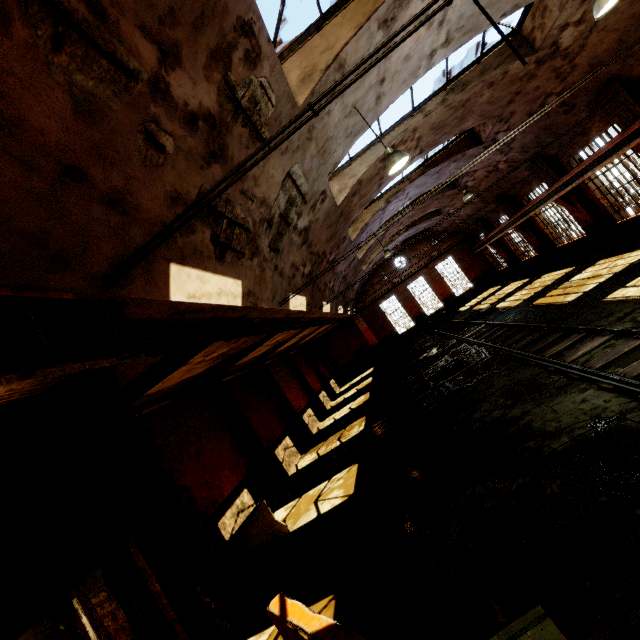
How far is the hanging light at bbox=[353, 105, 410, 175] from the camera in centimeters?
653cm

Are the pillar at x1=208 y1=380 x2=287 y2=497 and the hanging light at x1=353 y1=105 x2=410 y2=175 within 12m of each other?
yes

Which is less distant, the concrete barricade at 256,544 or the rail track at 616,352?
the rail track at 616,352

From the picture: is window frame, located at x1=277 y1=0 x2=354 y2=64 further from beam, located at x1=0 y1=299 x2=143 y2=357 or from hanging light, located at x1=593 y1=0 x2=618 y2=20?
beam, located at x1=0 y1=299 x2=143 y2=357

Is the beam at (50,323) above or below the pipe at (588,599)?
above

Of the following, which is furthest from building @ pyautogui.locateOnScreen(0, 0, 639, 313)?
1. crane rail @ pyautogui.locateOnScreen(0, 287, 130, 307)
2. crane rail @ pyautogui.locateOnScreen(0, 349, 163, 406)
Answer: crane rail @ pyautogui.locateOnScreen(0, 349, 163, 406)

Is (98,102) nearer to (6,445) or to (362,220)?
(6,445)

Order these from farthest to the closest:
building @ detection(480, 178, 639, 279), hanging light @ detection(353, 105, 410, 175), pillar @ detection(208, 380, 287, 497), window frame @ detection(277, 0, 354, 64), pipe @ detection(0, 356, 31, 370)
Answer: building @ detection(480, 178, 639, 279), pillar @ detection(208, 380, 287, 497), hanging light @ detection(353, 105, 410, 175), window frame @ detection(277, 0, 354, 64), pipe @ detection(0, 356, 31, 370)
